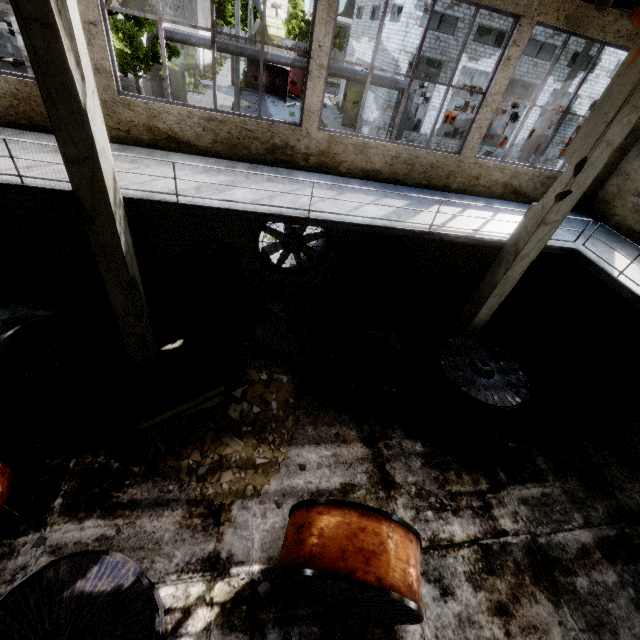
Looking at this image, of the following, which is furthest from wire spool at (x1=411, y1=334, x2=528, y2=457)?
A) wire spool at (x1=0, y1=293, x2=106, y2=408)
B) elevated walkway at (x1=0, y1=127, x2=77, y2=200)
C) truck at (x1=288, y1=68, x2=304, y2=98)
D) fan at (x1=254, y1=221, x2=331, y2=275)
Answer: truck at (x1=288, y1=68, x2=304, y2=98)

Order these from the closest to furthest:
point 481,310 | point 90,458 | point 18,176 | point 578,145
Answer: point 18,176, point 578,145, point 90,458, point 481,310

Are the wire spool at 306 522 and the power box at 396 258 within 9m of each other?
yes

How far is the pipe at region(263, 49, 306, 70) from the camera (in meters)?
20.27

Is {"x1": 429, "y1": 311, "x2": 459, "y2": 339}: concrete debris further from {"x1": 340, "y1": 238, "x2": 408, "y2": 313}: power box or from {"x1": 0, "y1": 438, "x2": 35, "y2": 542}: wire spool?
{"x1": 0, "y1": 438, "x2": 35, "y2": 542}: wire spool

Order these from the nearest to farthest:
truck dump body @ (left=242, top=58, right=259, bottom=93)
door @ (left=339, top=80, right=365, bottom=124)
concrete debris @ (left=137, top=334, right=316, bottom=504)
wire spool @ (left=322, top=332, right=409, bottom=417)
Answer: concrete debris @ (left=137, top=334, right=316, bottom=504) → wire spool @ (left=322, top=332, right=409, bottom=417) → door @ (left=339, top=80, right=365, bottom=124) → truck dump body @ (left=242, top=58, right=259, bottom=93)

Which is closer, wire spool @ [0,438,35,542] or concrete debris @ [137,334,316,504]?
wire spool @ [0,438,35,542]

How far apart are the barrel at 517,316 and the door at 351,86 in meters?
27.8 m
